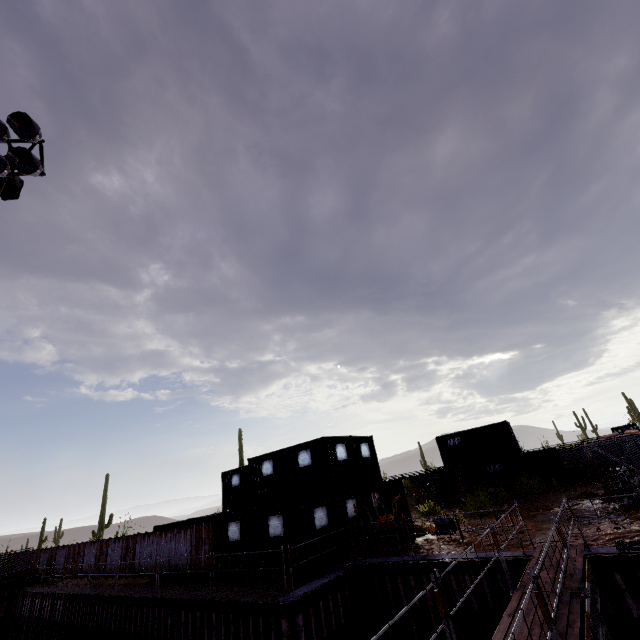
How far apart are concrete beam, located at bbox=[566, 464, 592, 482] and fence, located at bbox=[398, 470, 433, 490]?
11.01m

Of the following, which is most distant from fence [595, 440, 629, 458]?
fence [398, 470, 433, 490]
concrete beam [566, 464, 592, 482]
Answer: fence [398, 470, 433, 490]

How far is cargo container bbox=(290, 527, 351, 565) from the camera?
12.7m

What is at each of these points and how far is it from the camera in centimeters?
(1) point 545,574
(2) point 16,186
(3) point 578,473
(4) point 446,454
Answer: (1) scaffolding, 815cm
(2) electrical box, 814cm
(3) concrete beam, 2370cm
(4) cargo container, 2820cm

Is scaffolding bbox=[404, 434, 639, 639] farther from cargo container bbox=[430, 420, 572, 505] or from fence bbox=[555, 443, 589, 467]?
fence bbox=[555, 443, 589, 467]

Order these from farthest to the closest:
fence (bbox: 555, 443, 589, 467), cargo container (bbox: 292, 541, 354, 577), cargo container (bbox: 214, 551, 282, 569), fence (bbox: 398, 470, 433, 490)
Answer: fence (bbox: 398, 470, 433, 490) → fence (bbox: 555, 443, 589, 467) → cargo container (bbox: 214, 551, 282, 569) → cargo container (bbox: 292, 541, 354, 577)

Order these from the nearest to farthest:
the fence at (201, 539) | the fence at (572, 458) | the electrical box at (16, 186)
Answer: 1. the electrical box at (16, 186)
2. the fence at (201, 539)
3. the fence at (572, 458)

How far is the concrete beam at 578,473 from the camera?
23.40m
